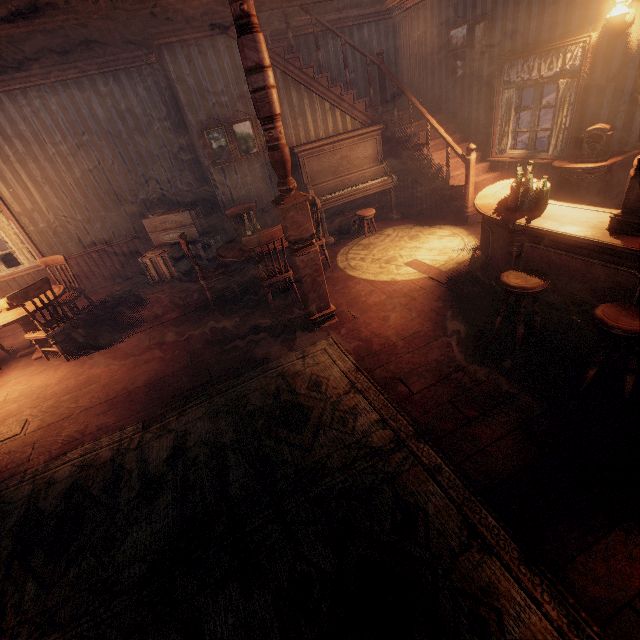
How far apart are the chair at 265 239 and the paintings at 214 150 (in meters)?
2.75

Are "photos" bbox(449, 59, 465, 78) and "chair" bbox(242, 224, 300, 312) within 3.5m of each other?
no

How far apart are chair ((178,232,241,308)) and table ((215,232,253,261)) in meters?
0.2

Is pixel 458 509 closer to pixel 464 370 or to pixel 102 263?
pixel 464 370

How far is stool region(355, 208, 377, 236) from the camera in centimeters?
639cm

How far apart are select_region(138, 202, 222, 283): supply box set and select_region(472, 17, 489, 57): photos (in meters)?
6.08

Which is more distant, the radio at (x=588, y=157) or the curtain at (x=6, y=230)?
the curtain at (x=6, y=230)

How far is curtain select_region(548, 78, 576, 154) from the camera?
4.9m
